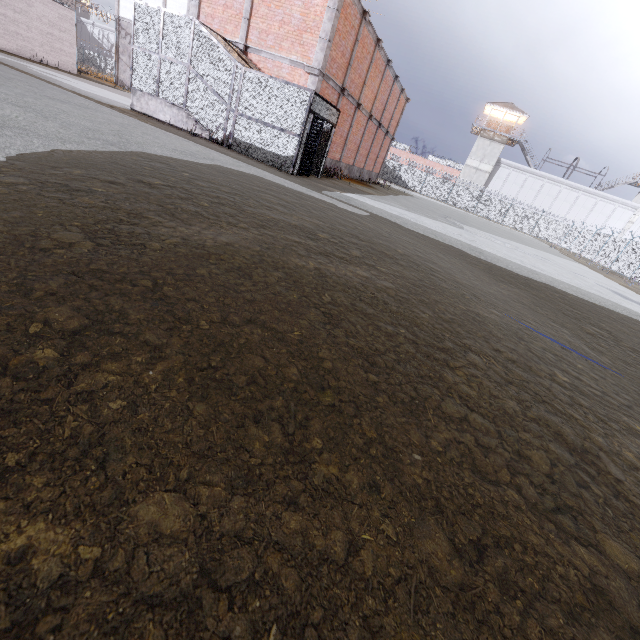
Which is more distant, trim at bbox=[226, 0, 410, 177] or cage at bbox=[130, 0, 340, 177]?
trim at bbox=[226, 0, 410, 177]

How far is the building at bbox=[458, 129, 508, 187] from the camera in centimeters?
4750cm

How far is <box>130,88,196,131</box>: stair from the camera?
13.6m

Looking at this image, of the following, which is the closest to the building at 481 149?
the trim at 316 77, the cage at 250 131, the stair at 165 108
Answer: the trim at 316 77

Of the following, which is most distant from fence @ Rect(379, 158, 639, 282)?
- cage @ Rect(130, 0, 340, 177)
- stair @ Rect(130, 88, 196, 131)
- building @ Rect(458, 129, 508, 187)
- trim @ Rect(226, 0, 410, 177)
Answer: stair @ Rect(130, 88, 196, 131)

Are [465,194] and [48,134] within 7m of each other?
no

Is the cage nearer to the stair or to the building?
the stair

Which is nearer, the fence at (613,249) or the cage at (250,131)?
the cage at (250,131)
